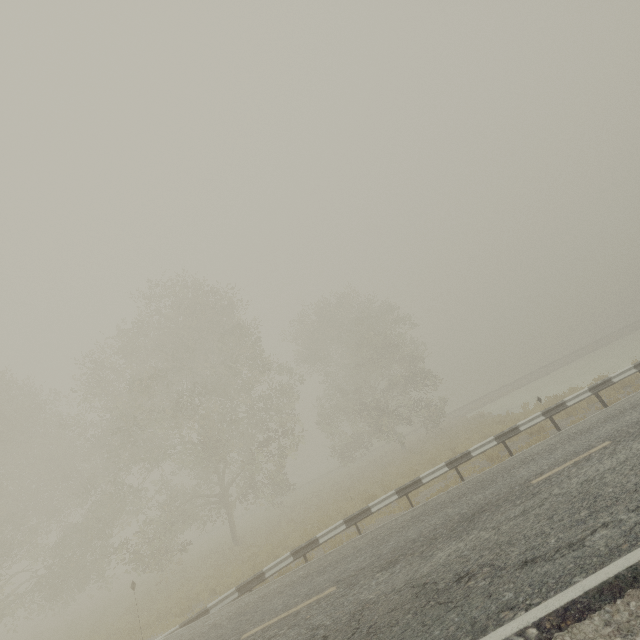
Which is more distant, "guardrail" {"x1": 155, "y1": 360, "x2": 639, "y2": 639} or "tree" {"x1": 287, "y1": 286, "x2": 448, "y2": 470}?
"tree" {"x1": 287, "y1": 286, "x2": 448, "y2": 470}

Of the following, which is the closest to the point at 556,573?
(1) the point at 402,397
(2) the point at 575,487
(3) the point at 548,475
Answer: (2) the point at 575,487

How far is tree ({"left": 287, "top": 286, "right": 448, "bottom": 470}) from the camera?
26.92m

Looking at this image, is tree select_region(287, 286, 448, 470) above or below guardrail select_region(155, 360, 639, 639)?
above

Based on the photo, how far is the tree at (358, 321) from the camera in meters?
26.9 m

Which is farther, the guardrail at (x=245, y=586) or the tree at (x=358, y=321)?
the tree at (x=358, y=321)
